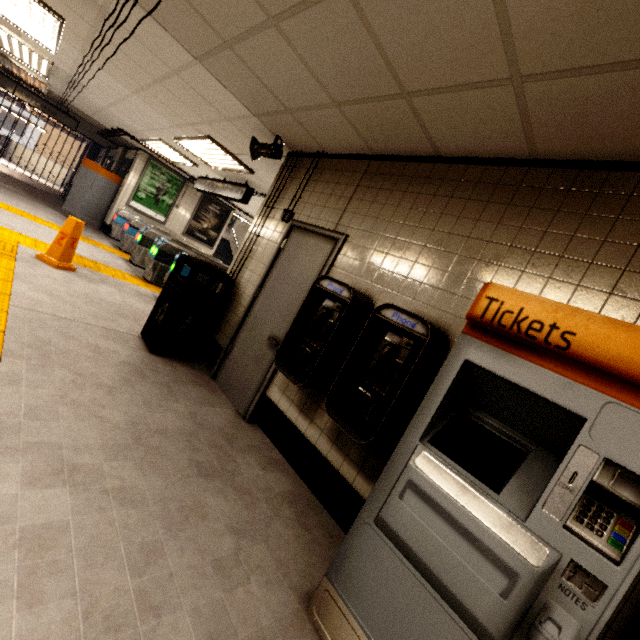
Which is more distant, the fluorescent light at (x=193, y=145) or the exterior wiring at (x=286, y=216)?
the fluorescent light at (x=193, y=145)

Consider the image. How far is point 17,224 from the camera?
6.1m

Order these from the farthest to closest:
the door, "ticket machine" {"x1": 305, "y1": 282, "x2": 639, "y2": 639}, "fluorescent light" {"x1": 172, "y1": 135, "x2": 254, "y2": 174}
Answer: "fluorescent light" {"x1": 172, "y1": 135, "x2": 254, "y2": 174} < the door < "ticket machine" {"x1": 305, "y1": 282, "x2": 639, "y2": 639}

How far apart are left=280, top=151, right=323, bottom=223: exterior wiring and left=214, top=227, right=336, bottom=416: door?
0.2m

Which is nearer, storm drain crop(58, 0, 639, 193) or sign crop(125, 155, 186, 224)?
storm drain crop(58, 0, 639, 193)

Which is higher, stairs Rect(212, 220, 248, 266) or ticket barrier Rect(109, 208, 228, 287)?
stairs Rect(212, 220, 248, 266)

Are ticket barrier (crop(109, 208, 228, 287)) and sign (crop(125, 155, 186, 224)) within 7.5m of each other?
yes

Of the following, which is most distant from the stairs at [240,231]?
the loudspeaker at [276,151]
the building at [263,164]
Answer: the loudspeaker at [276,151]
